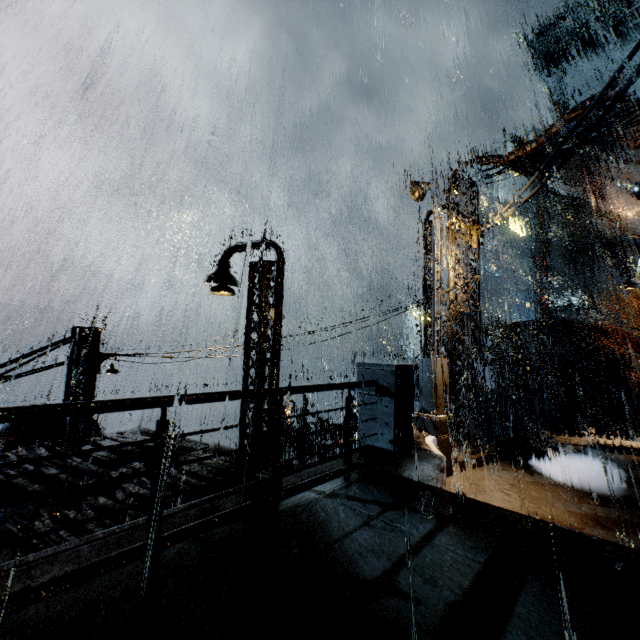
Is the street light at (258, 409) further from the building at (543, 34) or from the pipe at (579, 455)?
the pipe at (579, 455)

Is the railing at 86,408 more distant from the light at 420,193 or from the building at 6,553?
the light at 420,193

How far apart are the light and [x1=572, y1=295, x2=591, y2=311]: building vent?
43.8 meters

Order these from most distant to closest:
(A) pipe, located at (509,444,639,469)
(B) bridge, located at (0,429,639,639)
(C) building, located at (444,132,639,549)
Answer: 1. (A) pipe, located at (509,444,639,469)
2. (C) building, located at (444,132,639,549)
3. (B) bridge, located at (0,429,639,639)

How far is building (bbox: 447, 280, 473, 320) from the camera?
10.9m

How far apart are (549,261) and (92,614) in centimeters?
5904cm

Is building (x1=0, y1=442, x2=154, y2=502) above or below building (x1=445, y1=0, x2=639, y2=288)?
below
